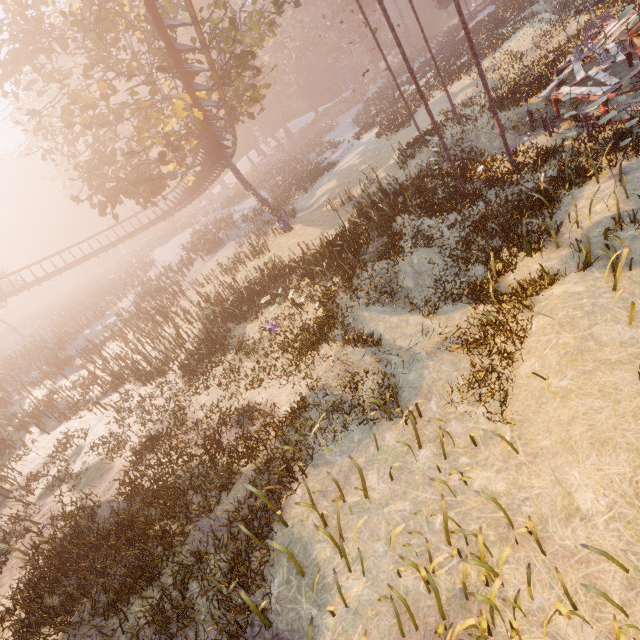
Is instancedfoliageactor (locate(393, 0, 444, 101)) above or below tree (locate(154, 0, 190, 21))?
below

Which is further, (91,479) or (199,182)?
(199,182)

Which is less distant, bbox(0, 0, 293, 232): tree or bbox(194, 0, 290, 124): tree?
bbox(0, 0, 293, 232): tree

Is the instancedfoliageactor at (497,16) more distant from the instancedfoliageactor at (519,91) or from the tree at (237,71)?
the tree at (237,71)

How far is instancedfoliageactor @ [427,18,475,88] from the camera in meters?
26.8 m

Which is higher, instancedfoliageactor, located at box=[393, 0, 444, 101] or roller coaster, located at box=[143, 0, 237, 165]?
roller coaster, located at box=[143, 0, 237, 165]

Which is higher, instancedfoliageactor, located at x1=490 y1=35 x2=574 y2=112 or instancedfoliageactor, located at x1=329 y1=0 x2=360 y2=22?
instancedfoliageactor, located at x1=329 y1=0 x2=360 y2=22

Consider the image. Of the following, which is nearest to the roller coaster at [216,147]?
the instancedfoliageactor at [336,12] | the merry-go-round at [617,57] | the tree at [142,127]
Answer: the tree at [142,127]
